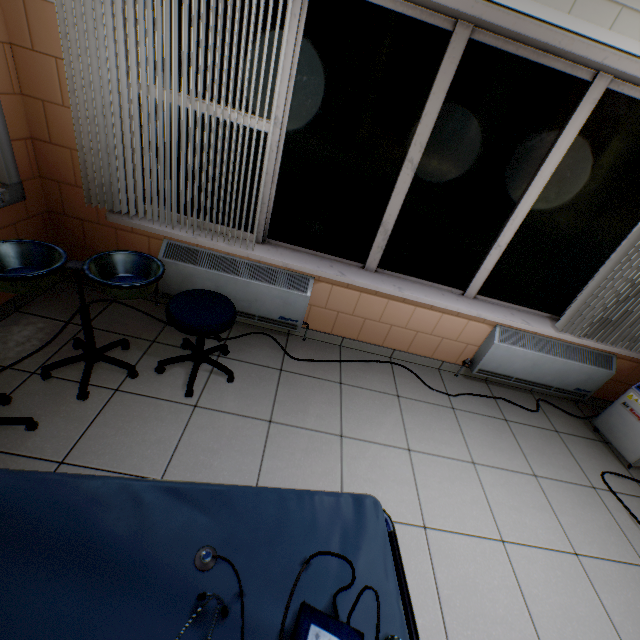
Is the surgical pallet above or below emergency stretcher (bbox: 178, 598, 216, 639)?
below

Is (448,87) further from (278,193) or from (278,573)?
(278,573)

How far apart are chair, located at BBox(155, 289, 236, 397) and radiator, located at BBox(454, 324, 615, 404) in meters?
2.2

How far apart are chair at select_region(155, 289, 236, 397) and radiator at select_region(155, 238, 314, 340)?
0.36m

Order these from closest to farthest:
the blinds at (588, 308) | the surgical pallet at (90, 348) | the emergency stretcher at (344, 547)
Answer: A: the emergency stretcher at (344, 547) < the surgical pallet at (90, 348) < the blinds at (588, 308)

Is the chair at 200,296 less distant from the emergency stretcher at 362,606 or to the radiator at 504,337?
the emergency stretcher at 362,606

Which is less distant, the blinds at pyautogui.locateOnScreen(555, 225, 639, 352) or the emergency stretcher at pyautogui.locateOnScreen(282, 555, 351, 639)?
the emergency stretcher at pyautogui.locateOnScreen(282, 555, 351, 639)

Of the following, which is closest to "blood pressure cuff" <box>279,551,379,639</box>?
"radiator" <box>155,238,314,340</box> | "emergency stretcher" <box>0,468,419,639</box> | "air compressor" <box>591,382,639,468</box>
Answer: "emergency stretcher" <box>0,468,419,639</box>
